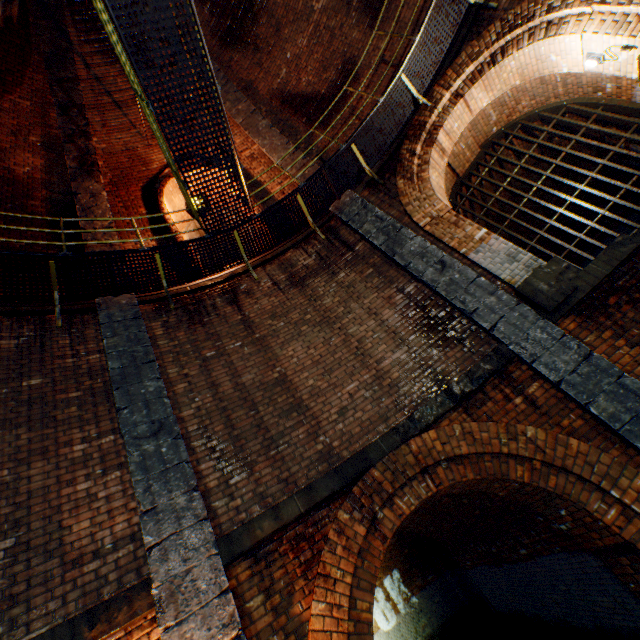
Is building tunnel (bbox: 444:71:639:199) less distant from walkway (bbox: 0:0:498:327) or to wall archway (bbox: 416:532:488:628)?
walkway (bbox: 0:0:498:327)

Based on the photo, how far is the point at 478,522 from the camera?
8.34m

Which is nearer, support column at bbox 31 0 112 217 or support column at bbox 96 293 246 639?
support column at bbox 96 293 246 639

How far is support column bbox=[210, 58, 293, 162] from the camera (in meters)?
8.93

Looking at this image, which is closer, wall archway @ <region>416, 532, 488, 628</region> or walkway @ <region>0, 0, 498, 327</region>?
walkway @ <region>0, 0, 498, 327</region>

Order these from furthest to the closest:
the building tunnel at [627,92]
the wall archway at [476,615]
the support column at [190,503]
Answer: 1. the wall archway at [476,615]
2. the building tunnel at [627,92]
3. the support column at [190,503]

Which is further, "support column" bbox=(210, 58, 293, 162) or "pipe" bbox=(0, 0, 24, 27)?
"support column" bbox=(210, 58, 293, 162)

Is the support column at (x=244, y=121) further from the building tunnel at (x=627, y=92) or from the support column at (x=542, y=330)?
the building tunnel at (x=627, y=92)
